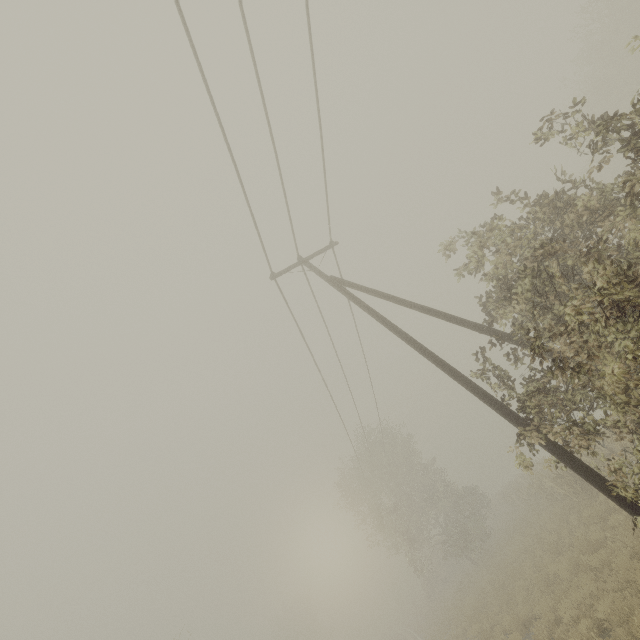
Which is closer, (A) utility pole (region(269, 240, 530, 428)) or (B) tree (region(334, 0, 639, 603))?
(B) tree (region(334, 0, 639, 603))

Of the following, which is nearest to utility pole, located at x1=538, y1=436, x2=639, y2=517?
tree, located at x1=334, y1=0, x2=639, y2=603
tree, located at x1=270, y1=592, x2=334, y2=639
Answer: tree, located at x1=334, y1=0, x2=639, y2=603

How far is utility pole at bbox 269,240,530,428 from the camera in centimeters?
712cm

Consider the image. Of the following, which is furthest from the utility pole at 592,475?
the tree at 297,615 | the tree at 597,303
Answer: the tree at 297,615

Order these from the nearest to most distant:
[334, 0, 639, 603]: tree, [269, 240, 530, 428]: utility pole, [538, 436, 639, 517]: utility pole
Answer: [334, 0, 639, 603]: tree < [538, 436, 639, 517]: utility pole < [269, 240, 530, 428]: utility pole

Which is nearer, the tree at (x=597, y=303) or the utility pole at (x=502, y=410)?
the tree at (x=597, y=303)

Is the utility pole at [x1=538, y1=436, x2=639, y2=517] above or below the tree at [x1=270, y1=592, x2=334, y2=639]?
below

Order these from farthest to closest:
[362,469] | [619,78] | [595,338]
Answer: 1. [362,469]
2. [619,78]
3. [595,338]
